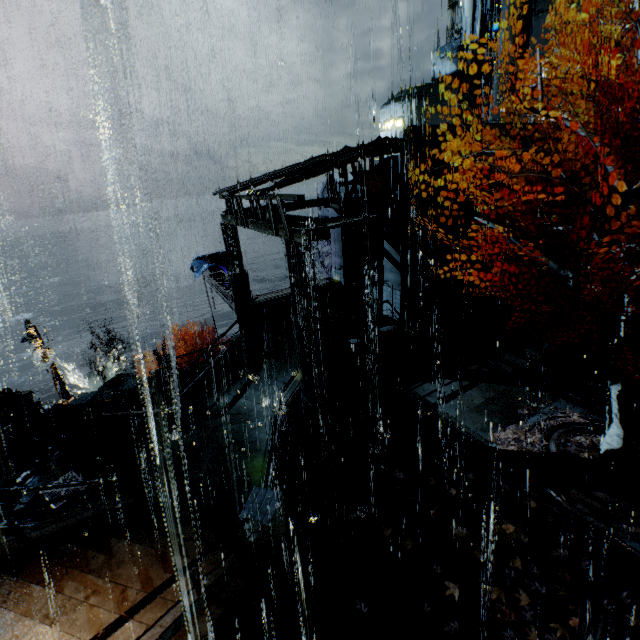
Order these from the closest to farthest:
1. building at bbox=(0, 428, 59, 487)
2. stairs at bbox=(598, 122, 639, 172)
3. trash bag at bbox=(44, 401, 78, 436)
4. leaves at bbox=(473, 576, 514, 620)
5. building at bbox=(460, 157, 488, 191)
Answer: leaves at bbox=(473, 576, 514, 620) < building at bbox=(0, 428, 59, 487) < trash bag at bbox=(44, 401, 78, 436) < building at bbox=(460, 157, 488, 191) < stairs at bbox=(598, 122, 639, 172)

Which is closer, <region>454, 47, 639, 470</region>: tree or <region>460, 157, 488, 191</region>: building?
<region>454, 47, 639, 470</region>: tree

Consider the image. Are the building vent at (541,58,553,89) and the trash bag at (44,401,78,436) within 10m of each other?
no

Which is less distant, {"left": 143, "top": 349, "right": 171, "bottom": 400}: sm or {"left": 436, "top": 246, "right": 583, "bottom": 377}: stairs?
{"left": 436, "top": 246, "right": 583, "bottom": 377}: stairs

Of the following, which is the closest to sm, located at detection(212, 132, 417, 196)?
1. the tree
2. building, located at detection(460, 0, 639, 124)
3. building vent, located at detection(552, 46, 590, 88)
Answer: building, located at detection(460, 0, 639, 124)

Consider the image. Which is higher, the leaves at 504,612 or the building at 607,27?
the building at 607,27

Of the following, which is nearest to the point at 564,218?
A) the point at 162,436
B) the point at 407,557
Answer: the point at 407,557

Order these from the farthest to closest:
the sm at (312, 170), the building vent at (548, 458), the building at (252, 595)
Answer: the sm at (312, 170)
the building vent at (548, 458)
the building at (252, 595)
